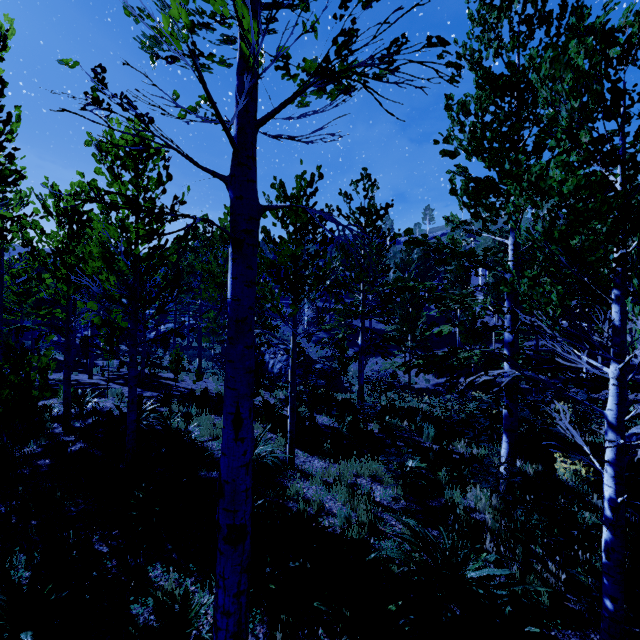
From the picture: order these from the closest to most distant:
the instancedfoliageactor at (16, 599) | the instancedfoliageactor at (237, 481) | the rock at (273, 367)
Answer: the instancedfoliageactor at (237, 481), the instancedfoliageactor at (16, 599), the rock at (273, 367)

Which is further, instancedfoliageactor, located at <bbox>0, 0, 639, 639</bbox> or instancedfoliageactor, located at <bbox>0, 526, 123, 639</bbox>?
instancedfoliageactor, located at <bbox>0, 526, 123, 639</bbox>

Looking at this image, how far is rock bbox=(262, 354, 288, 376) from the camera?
23.95m

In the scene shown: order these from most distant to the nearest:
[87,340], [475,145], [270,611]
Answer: [87,340] < [475,145] < [270,611]

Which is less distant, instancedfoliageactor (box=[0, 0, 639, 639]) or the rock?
instancedfoliageactor (box=[0, 0, 639, 639])

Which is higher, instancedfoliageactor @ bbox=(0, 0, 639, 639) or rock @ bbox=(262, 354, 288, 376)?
instancedfoliageactor @ bbox=(0, 0, 639, 639)

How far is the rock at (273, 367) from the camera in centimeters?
2395cm

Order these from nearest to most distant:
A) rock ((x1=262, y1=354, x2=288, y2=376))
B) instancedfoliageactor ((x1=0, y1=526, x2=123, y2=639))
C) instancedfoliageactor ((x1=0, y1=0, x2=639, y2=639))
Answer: instancedfoliageactor ((x1=0, y1=0, x2=639, y2=639)) → instancedfoliageactor ((x1=0, y1=526, x2=123, y2=639)) → rock ((x1=262, y1=354, x2=288, y2=376))
